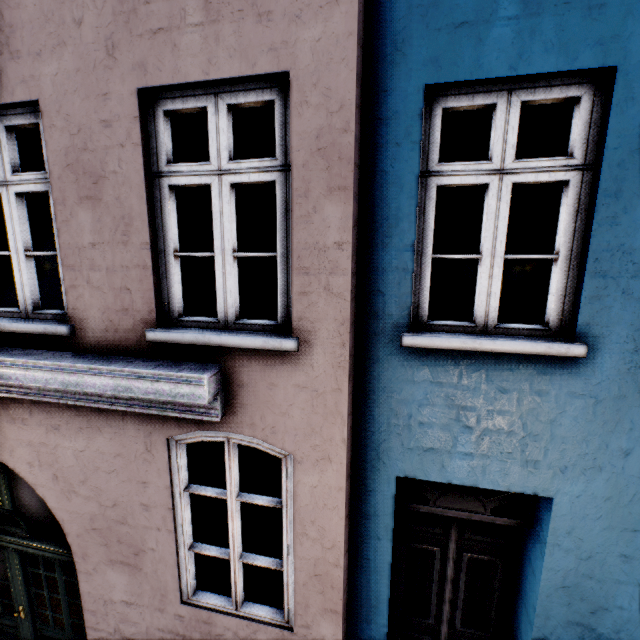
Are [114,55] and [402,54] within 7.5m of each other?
yes
